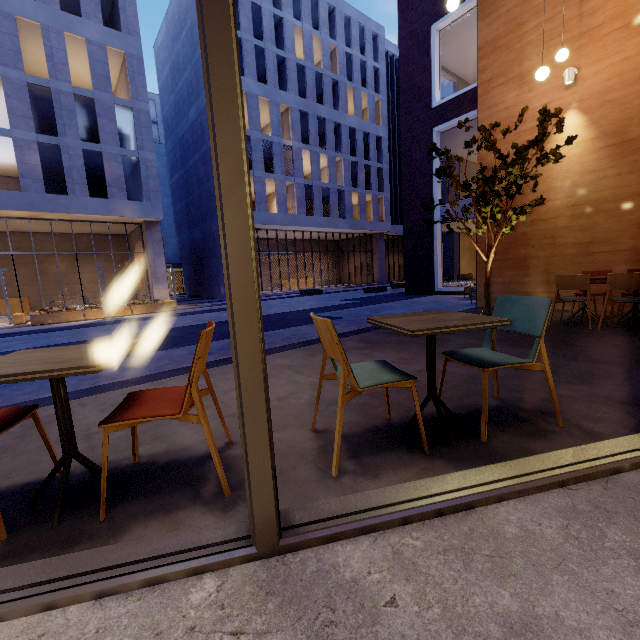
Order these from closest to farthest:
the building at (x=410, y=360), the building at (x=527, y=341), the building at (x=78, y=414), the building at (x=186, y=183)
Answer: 1. the building at (x=78, y=414)
2. the building at (x=410, y=360)
3. the building at (x=527, y=341)
4. the building at (x=186, y=183)

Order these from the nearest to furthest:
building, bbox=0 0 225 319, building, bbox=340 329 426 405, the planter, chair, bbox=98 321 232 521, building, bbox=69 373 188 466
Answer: chair, bbox=98 321 232 521
building, bbox=69 373 188 466
building, bbox=340 329 426 405
the planter
building, bbox=0 0 225 319

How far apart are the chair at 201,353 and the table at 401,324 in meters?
1.0 m

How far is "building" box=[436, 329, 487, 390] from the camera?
3.70m

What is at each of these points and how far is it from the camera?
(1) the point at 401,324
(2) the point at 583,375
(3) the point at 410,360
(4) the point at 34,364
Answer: (1) table, 1.90m
(2) building, 3.03m
(3) building, 3.90m
(4) table, 1.45m

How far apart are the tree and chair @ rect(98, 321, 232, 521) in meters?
6.0 m

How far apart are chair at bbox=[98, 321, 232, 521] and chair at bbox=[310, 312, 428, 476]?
0.6 meters
